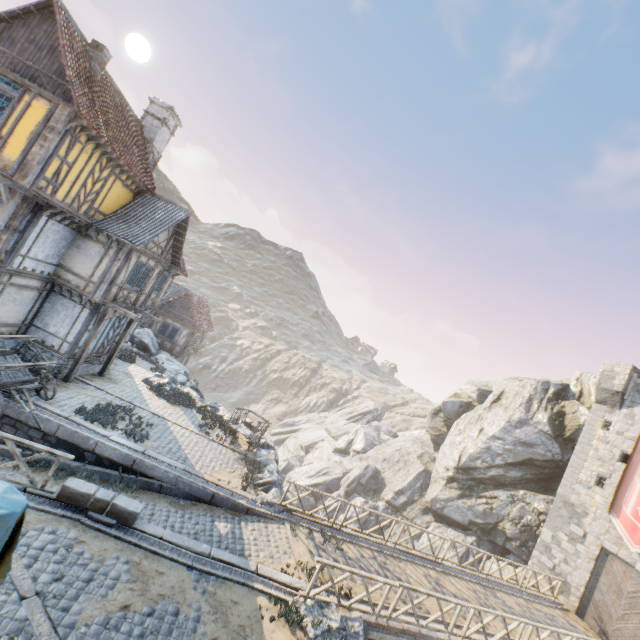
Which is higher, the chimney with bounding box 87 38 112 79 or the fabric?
the chimney with bounding box 87 38 112 79

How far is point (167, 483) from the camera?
11.9m

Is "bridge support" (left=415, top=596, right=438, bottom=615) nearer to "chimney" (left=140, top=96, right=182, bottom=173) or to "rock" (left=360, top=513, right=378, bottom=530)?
"rock" (left=360, top=513, right=378, bottom=530)

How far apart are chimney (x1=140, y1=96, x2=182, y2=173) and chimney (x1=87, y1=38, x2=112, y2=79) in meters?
4.6 m

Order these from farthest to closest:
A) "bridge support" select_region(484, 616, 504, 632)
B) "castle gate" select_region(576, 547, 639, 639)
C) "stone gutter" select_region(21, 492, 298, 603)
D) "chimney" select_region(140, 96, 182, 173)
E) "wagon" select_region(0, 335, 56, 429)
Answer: "chimney" select_region(140, 96, 182, 173) < "castle gate" select_region(576, 547, 639, 639) < "bridge support" select_region(484, 616, 504, 632) < "wagon" select_region(0, 335, 56, 429) < "stone gutter" select_region(21, 492, 298, 603)

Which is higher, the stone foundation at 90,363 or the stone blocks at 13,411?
the stone foundation at 90,363

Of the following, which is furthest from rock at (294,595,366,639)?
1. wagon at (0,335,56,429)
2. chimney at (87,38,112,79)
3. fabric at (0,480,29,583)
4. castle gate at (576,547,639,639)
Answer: chimney at (87,38,112,79)

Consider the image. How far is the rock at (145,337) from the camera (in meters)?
20.08
